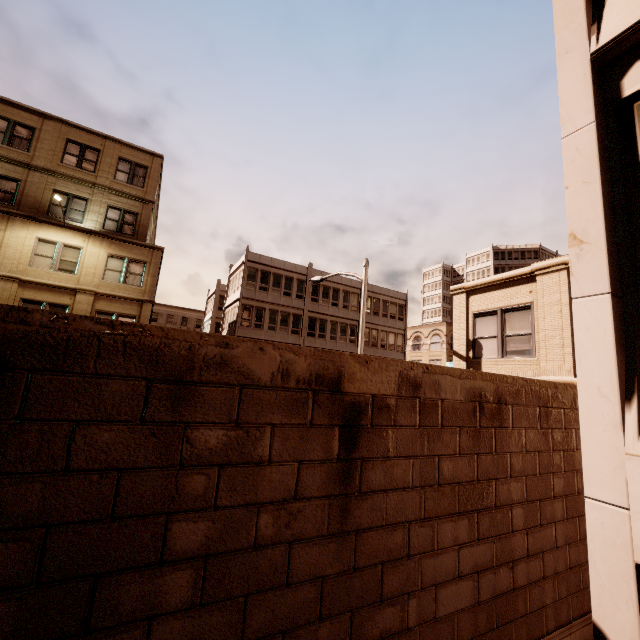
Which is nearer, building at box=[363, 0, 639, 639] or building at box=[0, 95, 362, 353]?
building at box=[363, 0, 639, 639]

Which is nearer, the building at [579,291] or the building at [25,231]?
the building at [579,291]

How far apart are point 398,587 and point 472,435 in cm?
222
